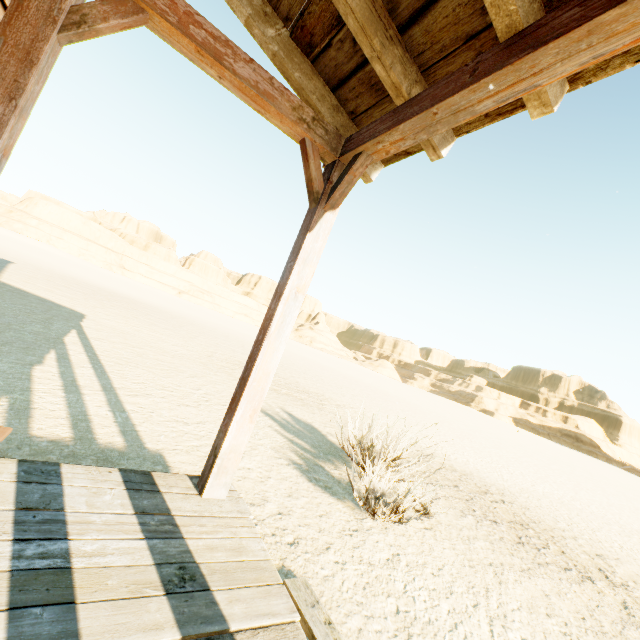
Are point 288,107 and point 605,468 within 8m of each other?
no
